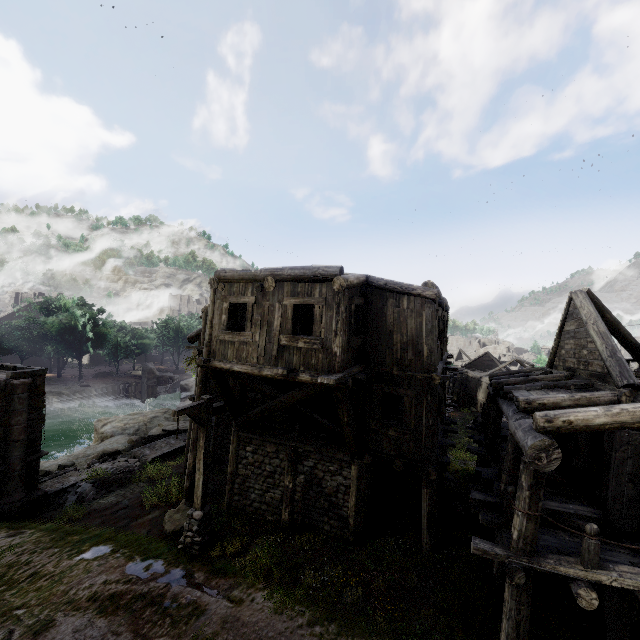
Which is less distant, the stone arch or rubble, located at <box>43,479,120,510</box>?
the stone arch

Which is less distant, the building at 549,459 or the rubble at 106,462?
the building at 549,459

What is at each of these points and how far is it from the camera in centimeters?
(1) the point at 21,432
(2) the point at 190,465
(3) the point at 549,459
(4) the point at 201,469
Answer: (1) stone arch, 1319cm
(2) building, 1344cm
(3) building, 591cm
(4) wooden lamp post, 1016cm

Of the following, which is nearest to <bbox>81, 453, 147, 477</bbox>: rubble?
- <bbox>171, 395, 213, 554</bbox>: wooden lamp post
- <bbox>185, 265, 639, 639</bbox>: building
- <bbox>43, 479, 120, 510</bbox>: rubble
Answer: <bbox>43, 479, 120, 510</bbox>: rubble

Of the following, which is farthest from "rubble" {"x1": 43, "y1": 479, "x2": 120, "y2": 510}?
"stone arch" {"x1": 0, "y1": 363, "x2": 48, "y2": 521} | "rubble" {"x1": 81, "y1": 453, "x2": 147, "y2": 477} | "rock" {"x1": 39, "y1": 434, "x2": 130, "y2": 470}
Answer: "rock" {"x1": 39, "y1": 434, "x2": 130, "y2": 470}

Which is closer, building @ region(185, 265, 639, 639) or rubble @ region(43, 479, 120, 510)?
building @ region(185, 265, 639, 639)

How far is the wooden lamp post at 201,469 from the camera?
9.8 meters

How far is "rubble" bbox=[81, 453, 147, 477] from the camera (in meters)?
17.24
